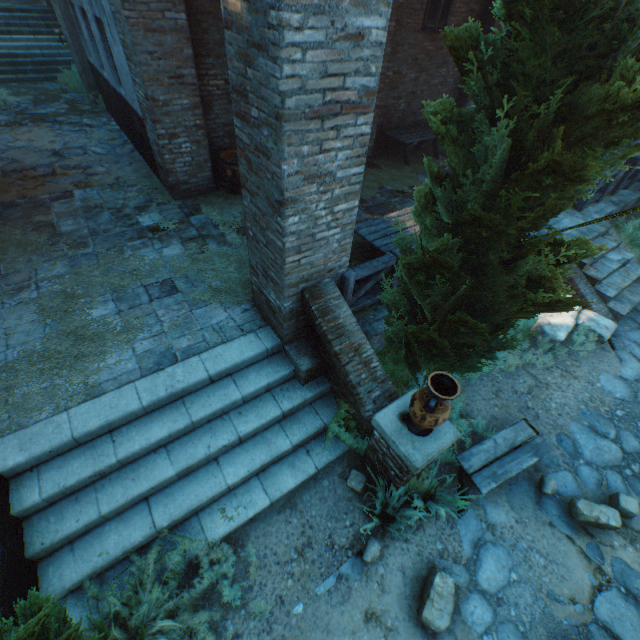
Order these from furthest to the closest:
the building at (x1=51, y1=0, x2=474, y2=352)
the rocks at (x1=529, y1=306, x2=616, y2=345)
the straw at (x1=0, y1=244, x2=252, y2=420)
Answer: the rocks at (x1=529, y1=306, x2=616, y2=345) < the straw at (x1=0, y1=244, x2=252, y2=420) < the building at (x1=51, y1=0, x2=474, y2=352)

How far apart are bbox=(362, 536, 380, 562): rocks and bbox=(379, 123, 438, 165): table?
9.5 meters

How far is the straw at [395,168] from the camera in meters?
8.6

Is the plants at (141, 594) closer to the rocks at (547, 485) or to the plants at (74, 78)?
the rocks at (547, 485)

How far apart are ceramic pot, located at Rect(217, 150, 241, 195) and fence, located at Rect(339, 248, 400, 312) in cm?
431

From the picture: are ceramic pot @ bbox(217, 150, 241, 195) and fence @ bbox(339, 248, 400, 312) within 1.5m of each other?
no

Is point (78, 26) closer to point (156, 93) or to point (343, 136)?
point (156, 93)

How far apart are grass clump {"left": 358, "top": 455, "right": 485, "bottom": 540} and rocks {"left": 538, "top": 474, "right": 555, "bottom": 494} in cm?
145
